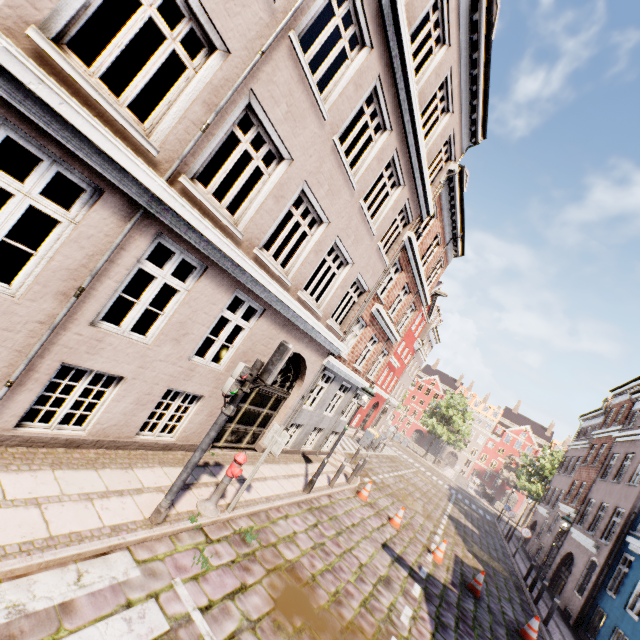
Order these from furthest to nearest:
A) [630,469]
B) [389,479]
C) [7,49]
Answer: [389,479], [630,469], [7,49]

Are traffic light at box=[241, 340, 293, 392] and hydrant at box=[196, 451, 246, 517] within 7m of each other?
yes

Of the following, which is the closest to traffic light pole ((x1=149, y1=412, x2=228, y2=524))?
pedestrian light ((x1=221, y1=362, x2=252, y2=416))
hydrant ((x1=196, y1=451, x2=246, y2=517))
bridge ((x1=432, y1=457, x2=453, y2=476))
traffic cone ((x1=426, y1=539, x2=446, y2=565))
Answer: pedestrian light ((x1=221, y1=362, x2=252, y2=416))

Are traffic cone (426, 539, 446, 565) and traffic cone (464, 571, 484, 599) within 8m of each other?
yes

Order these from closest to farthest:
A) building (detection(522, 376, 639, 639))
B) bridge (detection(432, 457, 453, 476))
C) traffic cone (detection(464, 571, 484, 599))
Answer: traffic cone (detection(464, 571, 484, 599)) → building (detection(522, 376, 639, 639)) → bridge (detection(432, 457, 453, 476))

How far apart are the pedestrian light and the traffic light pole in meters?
0.0 m

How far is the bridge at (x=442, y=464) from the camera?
45.3 meters

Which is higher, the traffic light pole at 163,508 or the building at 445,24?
the building at 445,24
